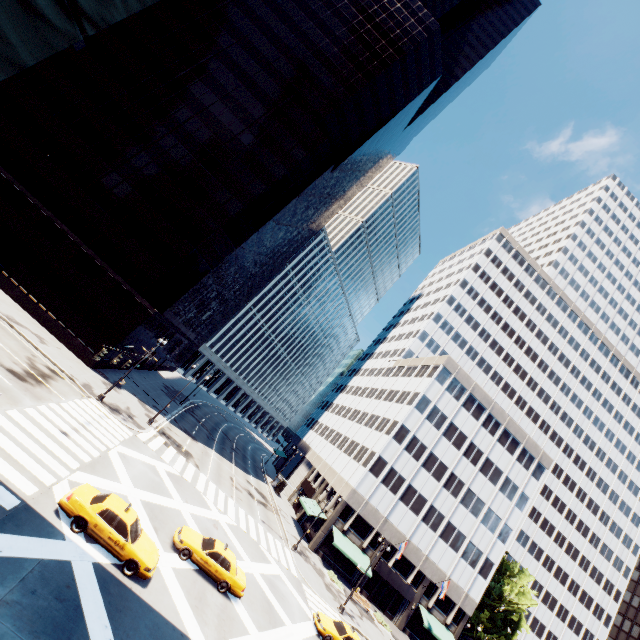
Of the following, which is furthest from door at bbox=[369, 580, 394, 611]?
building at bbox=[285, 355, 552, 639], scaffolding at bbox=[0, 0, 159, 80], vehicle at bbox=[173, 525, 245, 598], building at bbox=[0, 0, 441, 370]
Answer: scaffolding at bbox=[0, 0, 159, 80]

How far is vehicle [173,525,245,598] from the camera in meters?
18.2 m

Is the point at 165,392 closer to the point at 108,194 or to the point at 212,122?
the point at 108,194

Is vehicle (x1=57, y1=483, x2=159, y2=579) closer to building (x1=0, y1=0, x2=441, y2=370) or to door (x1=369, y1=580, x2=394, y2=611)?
building (x1=0, y1=0, x2=441, y2=370)

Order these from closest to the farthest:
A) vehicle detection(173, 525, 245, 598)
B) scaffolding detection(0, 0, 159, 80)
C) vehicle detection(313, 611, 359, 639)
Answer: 1. scaffolding detection(0, 0, 159, 80)
2. vehicle detection(173, 525, 245, 598)
3. vehicle detection(313, 611, 359, 639)

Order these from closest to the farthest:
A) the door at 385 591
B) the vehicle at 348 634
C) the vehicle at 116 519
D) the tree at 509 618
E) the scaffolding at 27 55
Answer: the scaffolding at 27 55, the vehicle at 116 519, the vehicle at 348 634, the door at 385 591, the tree at 509 618

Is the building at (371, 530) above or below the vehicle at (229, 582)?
above

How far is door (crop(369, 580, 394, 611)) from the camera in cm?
4169
